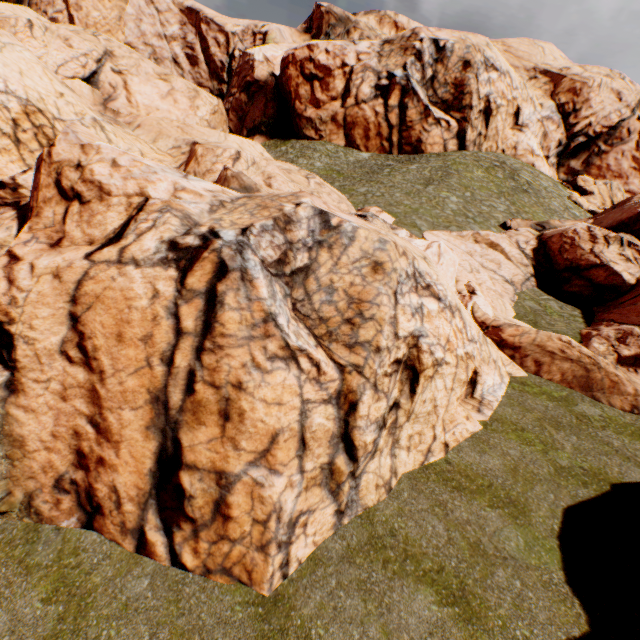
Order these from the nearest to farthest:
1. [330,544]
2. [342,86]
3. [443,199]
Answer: [330,544] < [443,199] < [342,86]
